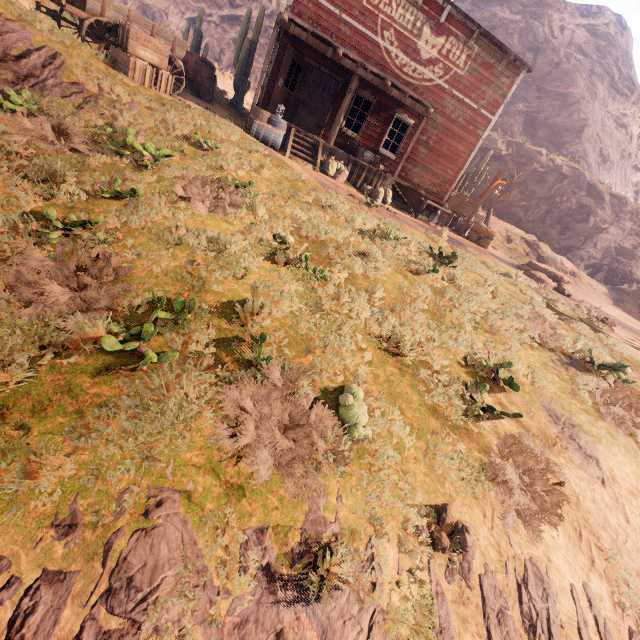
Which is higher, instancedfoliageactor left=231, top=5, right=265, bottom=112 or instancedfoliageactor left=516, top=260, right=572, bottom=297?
instancedfoliageactor left=231, top=5, right=265, bottom=112

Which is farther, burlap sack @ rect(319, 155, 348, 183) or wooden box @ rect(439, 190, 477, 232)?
wooden box @ rect(439, 190, 477, 232)

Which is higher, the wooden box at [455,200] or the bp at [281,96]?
the bp at [281,96]

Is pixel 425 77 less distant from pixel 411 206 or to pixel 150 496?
pixel 411 206

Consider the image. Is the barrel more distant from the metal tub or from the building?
the metal tub

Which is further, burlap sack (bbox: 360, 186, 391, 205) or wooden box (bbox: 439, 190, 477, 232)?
wooden box (bbox: 439, 190, 477, 232)

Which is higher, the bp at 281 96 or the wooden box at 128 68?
the bp at 281 96

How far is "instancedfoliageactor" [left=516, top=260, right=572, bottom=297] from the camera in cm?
1432
